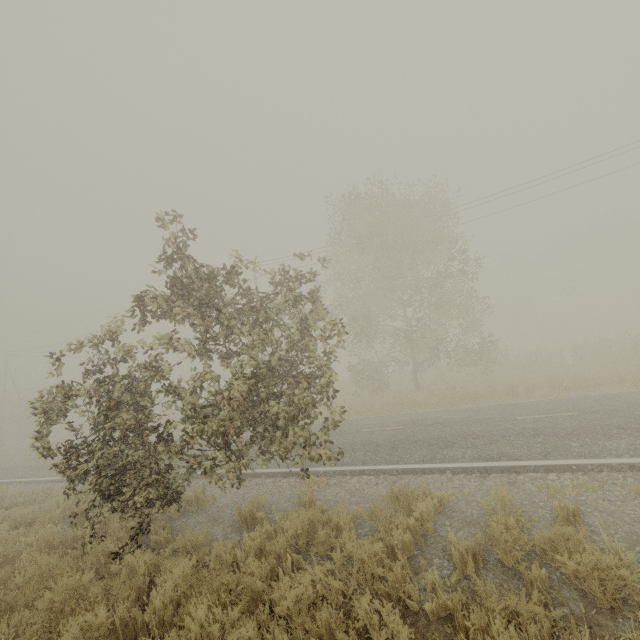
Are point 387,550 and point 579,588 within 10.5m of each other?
yes
